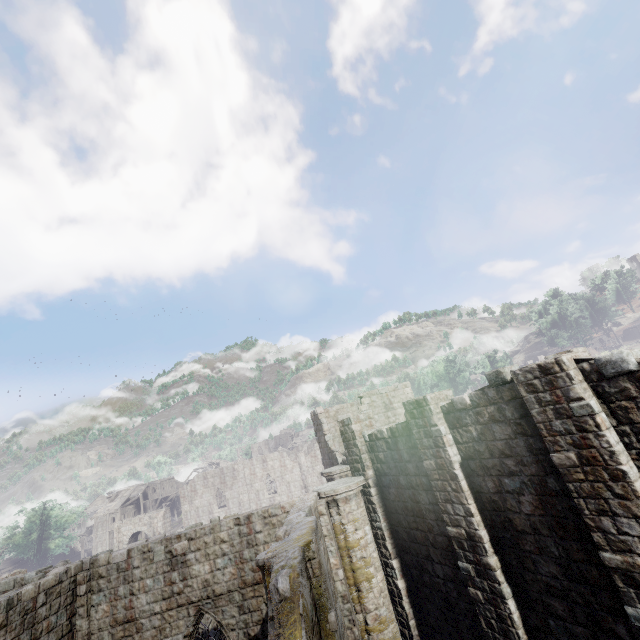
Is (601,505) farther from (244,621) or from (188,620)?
(188,620)

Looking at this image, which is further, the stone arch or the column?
the stone arch

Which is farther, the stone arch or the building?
the stone arch

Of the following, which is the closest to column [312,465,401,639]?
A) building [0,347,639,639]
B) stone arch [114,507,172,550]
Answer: building [0,347,639,639]

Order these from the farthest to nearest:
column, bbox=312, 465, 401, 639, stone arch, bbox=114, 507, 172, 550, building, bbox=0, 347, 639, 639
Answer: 1. stone arch, bbox=114, 507, 172, 550
2. column, bbox=312, 465, 401, 639
3. building, bbox=0, 347, 639, 639

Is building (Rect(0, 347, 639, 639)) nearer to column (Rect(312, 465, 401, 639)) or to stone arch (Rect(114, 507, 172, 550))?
column (Rect(312, 465, 401, 639))

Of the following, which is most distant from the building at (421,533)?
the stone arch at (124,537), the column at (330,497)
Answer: the stone arch at (124,537)

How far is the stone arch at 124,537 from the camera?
48.8m
